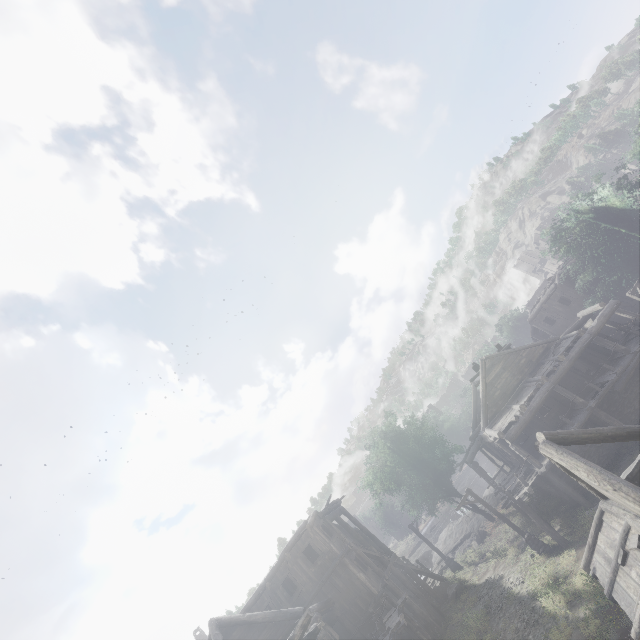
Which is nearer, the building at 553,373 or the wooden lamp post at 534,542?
the building at 553,373

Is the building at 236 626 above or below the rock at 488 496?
above

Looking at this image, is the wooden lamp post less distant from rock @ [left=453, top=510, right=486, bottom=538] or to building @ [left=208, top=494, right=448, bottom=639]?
building @ [left=208, top=494, right=448, bottom=639]

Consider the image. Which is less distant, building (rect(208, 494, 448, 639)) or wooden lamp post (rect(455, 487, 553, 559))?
building (rect(208, 494, 448, 639))

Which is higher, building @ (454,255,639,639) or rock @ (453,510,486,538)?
building @ (454,255,639,639)

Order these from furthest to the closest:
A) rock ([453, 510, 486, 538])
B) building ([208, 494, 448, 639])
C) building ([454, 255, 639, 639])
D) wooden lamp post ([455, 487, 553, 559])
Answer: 1. rock ([453, 510, 486, 538])
2. wooden lamp post ([455, 487, 553, 559])
3. building ([208, 494, 448, 639])
4. building ([454, 255, 639, 639])

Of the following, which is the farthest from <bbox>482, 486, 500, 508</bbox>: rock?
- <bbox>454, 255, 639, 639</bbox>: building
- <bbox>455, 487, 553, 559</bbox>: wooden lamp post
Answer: <bbox>455, 487, 553, 559</bbox>: wooden lamp post

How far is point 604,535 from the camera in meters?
11.2 m
